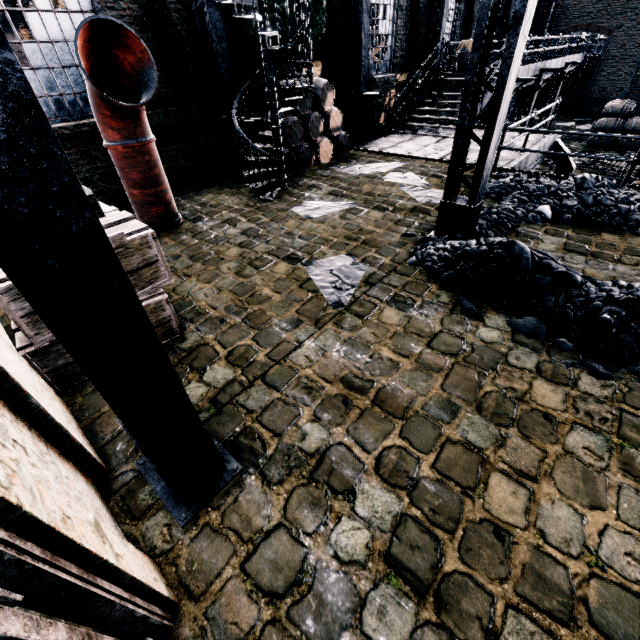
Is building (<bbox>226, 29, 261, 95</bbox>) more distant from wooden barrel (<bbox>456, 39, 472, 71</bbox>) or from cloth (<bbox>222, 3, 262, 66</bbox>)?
wooden barrel (<bbox>456, 39, 472, 71</bbox>)

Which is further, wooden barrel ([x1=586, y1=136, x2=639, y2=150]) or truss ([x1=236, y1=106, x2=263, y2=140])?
wooden barrel ([x1=586, y1=136, x2=639, y2=150])

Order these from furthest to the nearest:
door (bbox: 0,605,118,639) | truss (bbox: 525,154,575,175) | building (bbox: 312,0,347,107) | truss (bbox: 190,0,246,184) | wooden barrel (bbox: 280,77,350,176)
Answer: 1. truss (bbox: 525,154,575,175)
2. building (bbox: 312,0,347,107)
3. wooden barrel (bbox: 280,77,350,176)
4. truss (bbox: 190,0,246,184)
5. door (bbox: 0,605,118,639)

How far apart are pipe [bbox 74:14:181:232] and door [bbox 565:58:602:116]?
33.03m

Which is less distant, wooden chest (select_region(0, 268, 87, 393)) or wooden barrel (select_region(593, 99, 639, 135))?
wooden chest (select_region(0, 268, 87, 393))

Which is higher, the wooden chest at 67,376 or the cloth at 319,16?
the cloth at 319,16

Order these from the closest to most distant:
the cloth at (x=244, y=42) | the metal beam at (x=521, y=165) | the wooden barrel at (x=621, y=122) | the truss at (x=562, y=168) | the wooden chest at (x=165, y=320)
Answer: the wooden chest at (x=165, y=320) < the cloth at (x=244, y=42) < the metal beam at (x=521, y=165) < the truss at (x=562, y=168) < the wooden barrel at (x=621, y=122)

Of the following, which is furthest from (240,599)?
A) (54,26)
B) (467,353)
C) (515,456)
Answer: Answer: (54,26)
